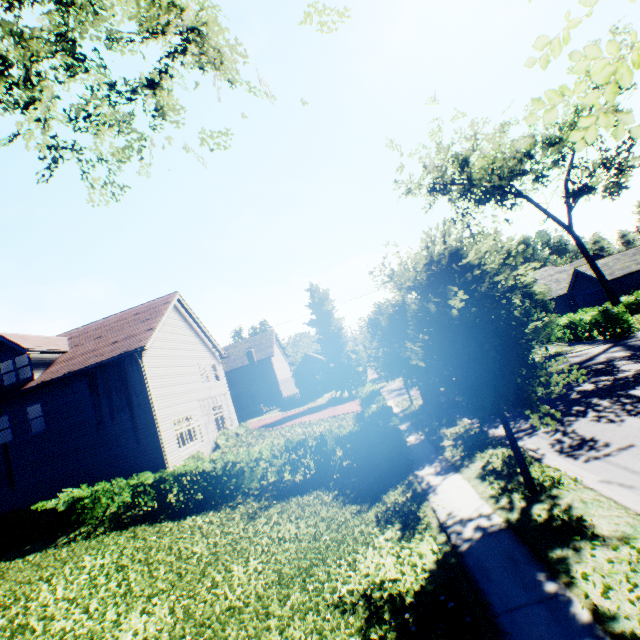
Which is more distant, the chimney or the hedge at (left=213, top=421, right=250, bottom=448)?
the chimney

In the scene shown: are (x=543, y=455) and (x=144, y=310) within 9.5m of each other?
no

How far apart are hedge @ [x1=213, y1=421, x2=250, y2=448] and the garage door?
37.6m

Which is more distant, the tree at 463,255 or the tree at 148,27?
the tree at 148,27

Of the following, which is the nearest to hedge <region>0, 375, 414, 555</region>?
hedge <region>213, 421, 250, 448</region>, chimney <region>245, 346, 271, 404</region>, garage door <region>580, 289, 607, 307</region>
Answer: hedge <region>213, 421, 250, 448</region>

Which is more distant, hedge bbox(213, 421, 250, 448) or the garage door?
the garage door

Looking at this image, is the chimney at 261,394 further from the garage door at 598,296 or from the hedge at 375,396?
the garage door at 598,296

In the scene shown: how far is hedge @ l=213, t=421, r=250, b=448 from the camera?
21.4m
